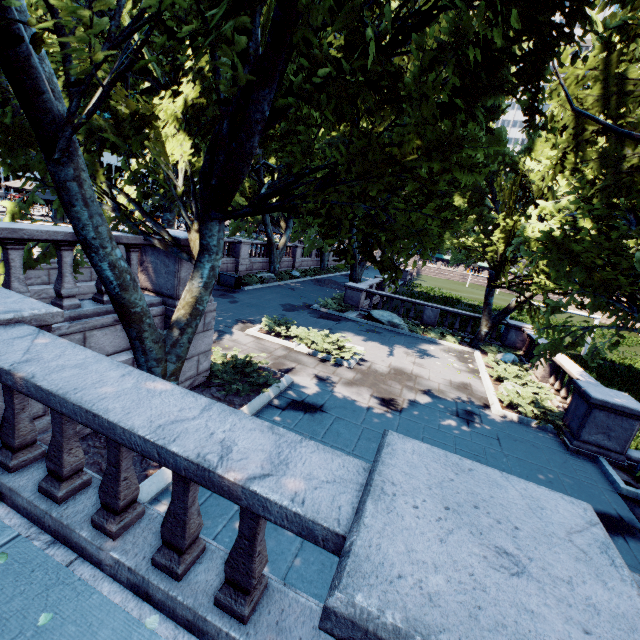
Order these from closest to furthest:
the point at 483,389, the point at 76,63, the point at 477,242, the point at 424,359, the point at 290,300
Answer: the point at 483,389
the point at 76,63
the point at 424,359
the point at 477,242
the point at 290,300

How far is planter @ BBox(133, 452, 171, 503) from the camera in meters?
5.2 m

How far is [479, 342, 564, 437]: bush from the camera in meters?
10.6 m

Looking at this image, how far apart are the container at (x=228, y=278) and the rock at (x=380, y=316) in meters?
8.9 m

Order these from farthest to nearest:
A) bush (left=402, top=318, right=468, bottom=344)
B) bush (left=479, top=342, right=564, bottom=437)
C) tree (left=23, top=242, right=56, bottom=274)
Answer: bush (left=402, top=318, right=468, bottom=344)
bush (left=479, top=342, right=564, bottom=437)
tree (left=23, top=242, right=56, bottom=274)

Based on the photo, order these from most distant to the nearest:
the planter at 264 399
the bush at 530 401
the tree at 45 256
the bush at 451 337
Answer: the bush at 451 337 → the bush at 530 401 → the planter at 264 399 → the tree at 45 256

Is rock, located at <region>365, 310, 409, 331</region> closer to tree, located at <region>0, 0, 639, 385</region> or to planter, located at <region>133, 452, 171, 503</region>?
tree, located at <region>0, 0, 639, 385</region>

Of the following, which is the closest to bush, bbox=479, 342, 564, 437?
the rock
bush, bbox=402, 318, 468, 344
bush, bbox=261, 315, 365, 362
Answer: bush, bbox=402, 318, 468, 344
